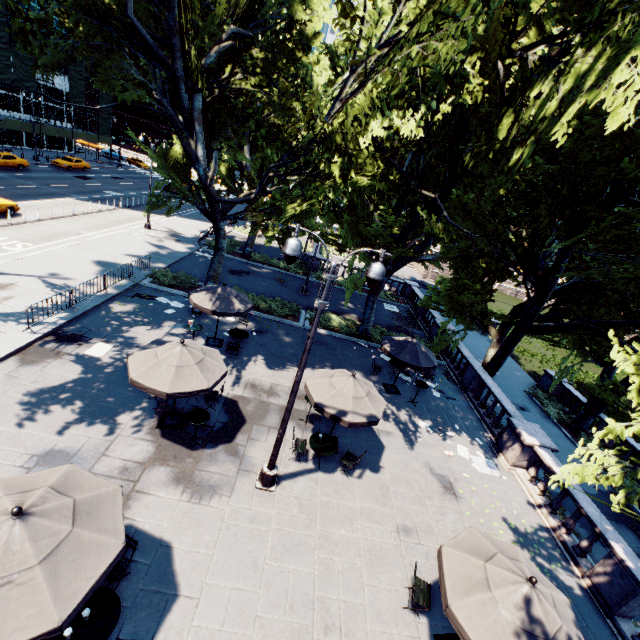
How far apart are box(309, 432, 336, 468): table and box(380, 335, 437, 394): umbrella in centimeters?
512cm

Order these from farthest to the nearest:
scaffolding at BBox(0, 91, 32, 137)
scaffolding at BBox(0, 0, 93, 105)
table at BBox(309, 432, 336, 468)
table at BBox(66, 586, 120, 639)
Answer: scaffolding at BBox(0, 91, 32, 137) < scaffolding at BBox(0, 0, 93, 105) < table at BBox(309, 432, 336, 468) < table at BBox(66, 586, 120, 639)

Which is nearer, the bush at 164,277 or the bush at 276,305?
the bush at 164,277

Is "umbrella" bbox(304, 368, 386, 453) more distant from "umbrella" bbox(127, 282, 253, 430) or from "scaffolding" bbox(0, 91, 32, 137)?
"scaffolding" bbox(0, 91, 32, 137)

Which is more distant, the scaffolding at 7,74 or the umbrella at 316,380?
the scaffolding at 7,74

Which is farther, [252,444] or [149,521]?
[252,444]

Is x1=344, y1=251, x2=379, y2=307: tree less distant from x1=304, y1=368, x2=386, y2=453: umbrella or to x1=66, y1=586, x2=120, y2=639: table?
x1=304, y1=368, x2=386, y2=453: umbrella

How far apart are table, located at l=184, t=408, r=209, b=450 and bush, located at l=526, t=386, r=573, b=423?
22.2 meters
